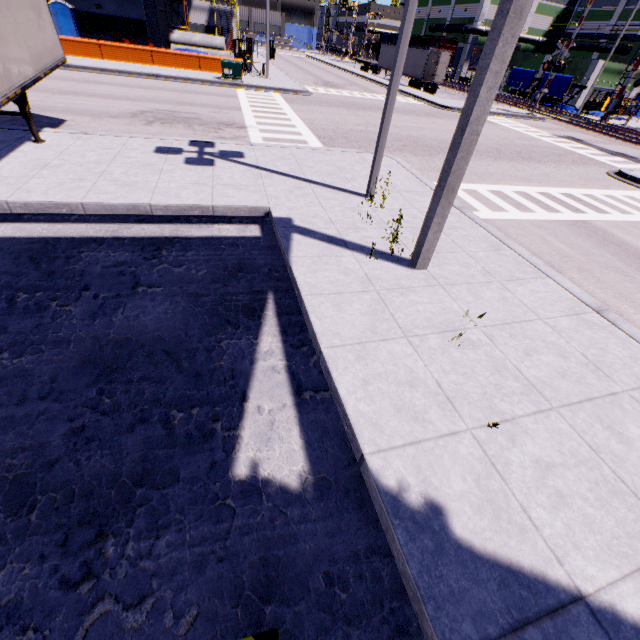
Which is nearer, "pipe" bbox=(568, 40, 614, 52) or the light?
the light

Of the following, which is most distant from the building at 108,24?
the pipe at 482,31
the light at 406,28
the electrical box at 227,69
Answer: the light at 406,28

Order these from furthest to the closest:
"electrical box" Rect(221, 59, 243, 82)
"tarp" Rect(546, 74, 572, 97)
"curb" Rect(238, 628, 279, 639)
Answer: "tarp" Rect(546, 74, 572, 97), "electrical box" Rect(221, 59, 243, 82), "curb" Rect(238, 628, 279, 639)

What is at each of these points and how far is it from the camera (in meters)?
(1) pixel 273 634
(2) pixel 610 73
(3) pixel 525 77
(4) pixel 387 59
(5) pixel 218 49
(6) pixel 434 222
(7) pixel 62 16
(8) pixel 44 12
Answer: (1) curb, 2.77
(2) building, 40.84
(3) tarp, 39.97
(4) semi trailer, 42.94
(5) concrete pipe, 32.91
(6) building, 5.32
(7) portable restroom, 25.39
(8) semi trailer, 8.97

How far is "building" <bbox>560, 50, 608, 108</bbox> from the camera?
40.1m

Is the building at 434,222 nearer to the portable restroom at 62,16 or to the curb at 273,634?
the portable restroom at 62,16

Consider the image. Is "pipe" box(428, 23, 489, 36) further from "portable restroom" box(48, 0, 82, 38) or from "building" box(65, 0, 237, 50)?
"portable restroom" box(48, 0, 82, 38)

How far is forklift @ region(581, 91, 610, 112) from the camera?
39.8m
